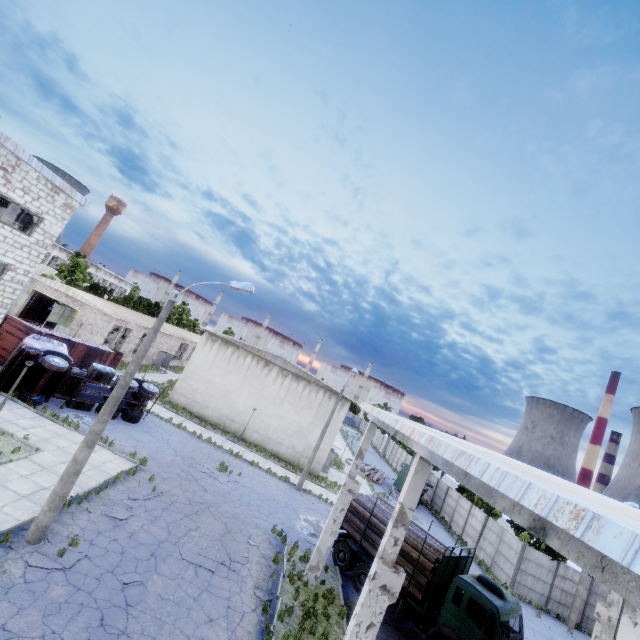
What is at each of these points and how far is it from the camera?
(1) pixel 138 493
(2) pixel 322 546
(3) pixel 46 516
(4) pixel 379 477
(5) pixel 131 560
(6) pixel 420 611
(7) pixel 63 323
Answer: (1) asphalt debris, 14.9 meters
(2) column beam, 14.5 meters
(3) lamp post, 10.0 meters
(4) log pile, 41.2 meters
(5) asphalt debris, 11.0 meters
(6) truck, 13.2 meters
(7) door, 32.6 meters

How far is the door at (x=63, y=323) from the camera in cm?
3114

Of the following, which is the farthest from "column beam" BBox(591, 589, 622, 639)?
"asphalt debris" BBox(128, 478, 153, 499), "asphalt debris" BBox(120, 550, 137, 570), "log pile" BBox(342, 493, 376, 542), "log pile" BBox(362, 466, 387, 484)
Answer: "log pile" BBox(362, 466, 387, 484)

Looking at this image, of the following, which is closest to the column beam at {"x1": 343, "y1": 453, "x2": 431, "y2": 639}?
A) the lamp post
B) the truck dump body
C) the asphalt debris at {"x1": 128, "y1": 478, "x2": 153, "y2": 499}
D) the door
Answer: the lamp post

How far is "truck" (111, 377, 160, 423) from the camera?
21.9m

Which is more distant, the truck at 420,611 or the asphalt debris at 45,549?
the truck at 420,611

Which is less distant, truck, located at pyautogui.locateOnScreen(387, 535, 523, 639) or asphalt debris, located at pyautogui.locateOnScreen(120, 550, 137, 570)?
asphalt debris, located at pyautogui.locateOnScreen(120, 550, 137, 570)

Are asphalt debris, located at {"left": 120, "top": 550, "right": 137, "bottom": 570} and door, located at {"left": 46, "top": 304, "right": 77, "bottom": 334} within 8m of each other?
no
